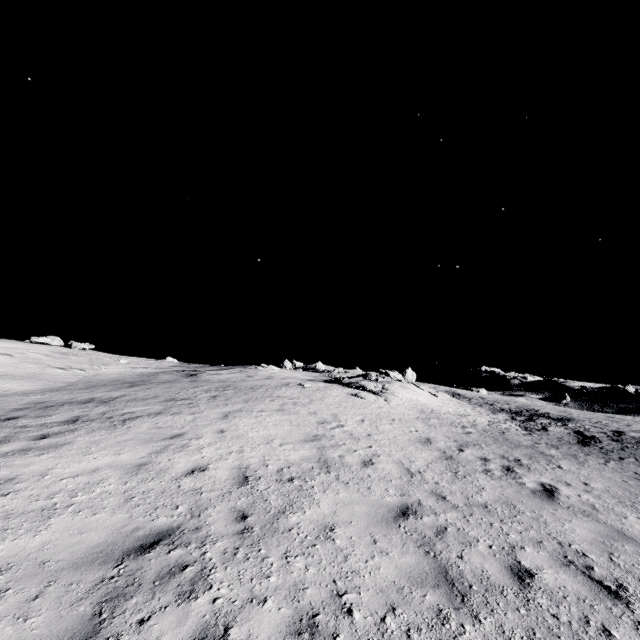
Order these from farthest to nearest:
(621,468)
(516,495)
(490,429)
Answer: (490,429) → (621,468) → (516,495)
